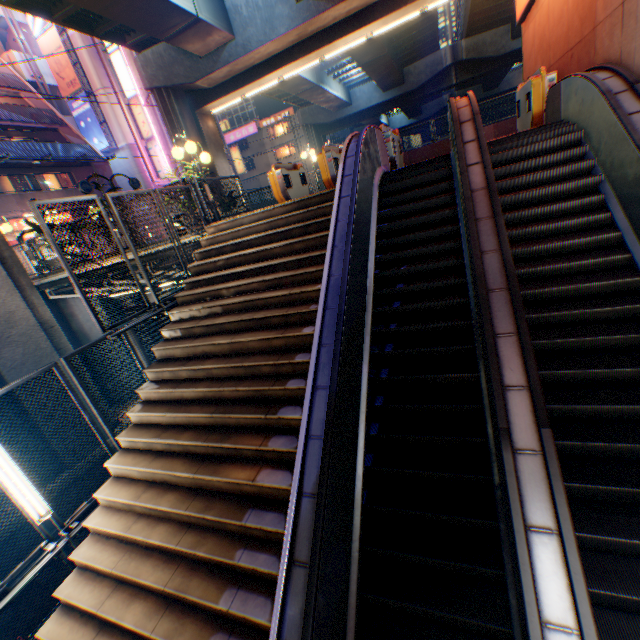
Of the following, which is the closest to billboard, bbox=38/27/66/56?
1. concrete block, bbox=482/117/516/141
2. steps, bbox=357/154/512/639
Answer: concrete block, bbox=482/117/516/141

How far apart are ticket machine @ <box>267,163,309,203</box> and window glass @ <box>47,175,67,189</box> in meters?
22.9

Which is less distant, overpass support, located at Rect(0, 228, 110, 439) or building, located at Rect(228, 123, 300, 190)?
overpass support, located at Rect(0, 228, 110, 439)

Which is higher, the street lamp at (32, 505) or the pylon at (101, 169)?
the pylon at (101, 169)

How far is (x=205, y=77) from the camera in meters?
16.1

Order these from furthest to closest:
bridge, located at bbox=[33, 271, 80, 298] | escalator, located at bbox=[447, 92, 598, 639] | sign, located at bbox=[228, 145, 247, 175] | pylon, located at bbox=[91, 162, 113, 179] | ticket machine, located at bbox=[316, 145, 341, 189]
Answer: sign, located at bbox=[228, 145, 247, 175] → pylon, located at bbox=[91, 162, 113, 179] → bridge, located at bbox=[33, 271, 80, 298] → ticket machine, located at bbox=[316, 145, 341, 189] → escalator, located at bbox=[447, 92, 598, 639]

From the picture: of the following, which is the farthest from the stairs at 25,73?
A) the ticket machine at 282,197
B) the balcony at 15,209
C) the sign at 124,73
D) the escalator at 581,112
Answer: the escalator at 581,112

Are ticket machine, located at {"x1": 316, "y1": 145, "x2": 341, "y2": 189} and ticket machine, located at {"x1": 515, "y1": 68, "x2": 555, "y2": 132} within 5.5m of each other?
yes
